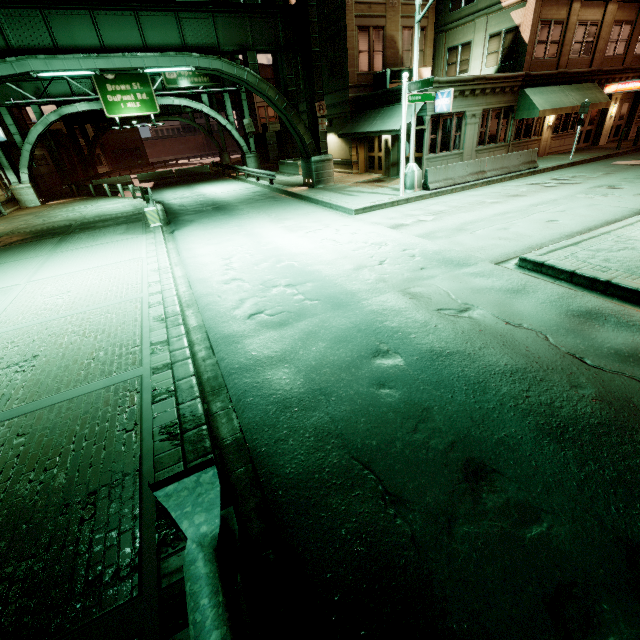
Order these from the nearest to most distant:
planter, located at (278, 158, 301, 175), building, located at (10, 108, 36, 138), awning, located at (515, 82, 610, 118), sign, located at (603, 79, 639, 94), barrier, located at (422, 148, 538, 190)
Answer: barrier, located at (422, 148, 538, 190)
awning, located at (515, 82, 610, 118)
sign, located at (603, 79, 639, 94)
planter, located at (278, 158, 301, 175)
building, located at (10, 108, 36, 138)

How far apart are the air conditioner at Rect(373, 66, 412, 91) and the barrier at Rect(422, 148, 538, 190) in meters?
7.8 m

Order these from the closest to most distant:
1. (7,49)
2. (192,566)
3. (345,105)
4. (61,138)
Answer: (192,566) → (7,49) → (345,105) → (61,138)

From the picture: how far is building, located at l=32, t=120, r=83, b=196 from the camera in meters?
34.3 m

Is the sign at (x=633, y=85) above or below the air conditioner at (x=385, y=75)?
below

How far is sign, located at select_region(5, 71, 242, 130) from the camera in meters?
25.1

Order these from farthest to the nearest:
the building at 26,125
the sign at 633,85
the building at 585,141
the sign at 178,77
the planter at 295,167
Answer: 1. the building at 26,125
2. the planter at 295,167
3. the sign at 178,77
4. the building at 585,141
5. the sign at 633,85

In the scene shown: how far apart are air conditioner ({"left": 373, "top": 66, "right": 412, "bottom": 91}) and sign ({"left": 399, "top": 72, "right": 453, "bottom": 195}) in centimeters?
743cm
